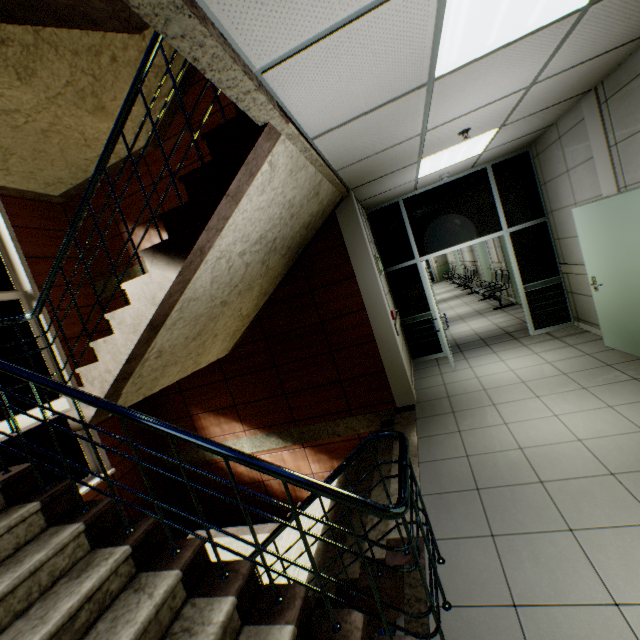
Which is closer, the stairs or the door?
the stairs

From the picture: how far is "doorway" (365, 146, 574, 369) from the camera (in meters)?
5.72

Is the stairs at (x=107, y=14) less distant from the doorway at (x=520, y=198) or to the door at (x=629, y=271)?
the doorway at (x=520, y=198)

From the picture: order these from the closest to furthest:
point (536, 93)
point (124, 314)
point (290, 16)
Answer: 1. point (290, 16)
2. point (124, 314)
3. point (536, 93)

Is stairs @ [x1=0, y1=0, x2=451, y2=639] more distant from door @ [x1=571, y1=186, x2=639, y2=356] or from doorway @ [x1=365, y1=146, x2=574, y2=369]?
door @ [x1=571, y1=186, x2=639, y2=356]

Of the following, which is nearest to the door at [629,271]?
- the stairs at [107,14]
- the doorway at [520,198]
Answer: A: the doorway at [520,198]

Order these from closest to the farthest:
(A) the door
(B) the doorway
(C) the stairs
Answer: (C) the stairs
(A) the door
(B) the doorway
